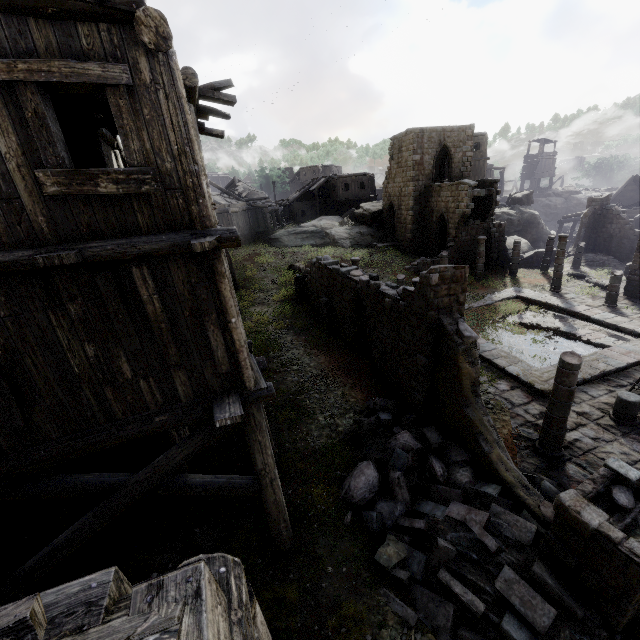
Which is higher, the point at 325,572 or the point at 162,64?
the point at 162,64

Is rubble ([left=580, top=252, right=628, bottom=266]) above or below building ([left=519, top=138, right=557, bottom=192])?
below

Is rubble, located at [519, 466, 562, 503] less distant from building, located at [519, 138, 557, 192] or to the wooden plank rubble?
building, located at [519, 138, 557, 192]

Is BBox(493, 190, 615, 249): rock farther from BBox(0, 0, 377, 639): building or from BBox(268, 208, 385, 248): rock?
BBox(268, 208, 385, 248): rock

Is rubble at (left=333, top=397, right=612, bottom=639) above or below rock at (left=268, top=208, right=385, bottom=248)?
below

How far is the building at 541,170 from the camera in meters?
54.4 m

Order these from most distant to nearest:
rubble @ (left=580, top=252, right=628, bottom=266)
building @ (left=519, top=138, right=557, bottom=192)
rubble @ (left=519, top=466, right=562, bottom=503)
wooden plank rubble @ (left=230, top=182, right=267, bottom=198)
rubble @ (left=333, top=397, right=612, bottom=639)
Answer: building @ (left=519, top=138, right=557, bottom=192) < wooden plank rubble @ (left=230, top=182, right=267, bottom=198) < rubble @ (left=580, top=252, right=628, bottom=266) < rubble @ (left=519, top=466, right=562, bottom=503) < rubble @ (left=333, top=397, right=612, bottom=639)

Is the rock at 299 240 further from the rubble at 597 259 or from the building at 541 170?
the rubble at 597 259
